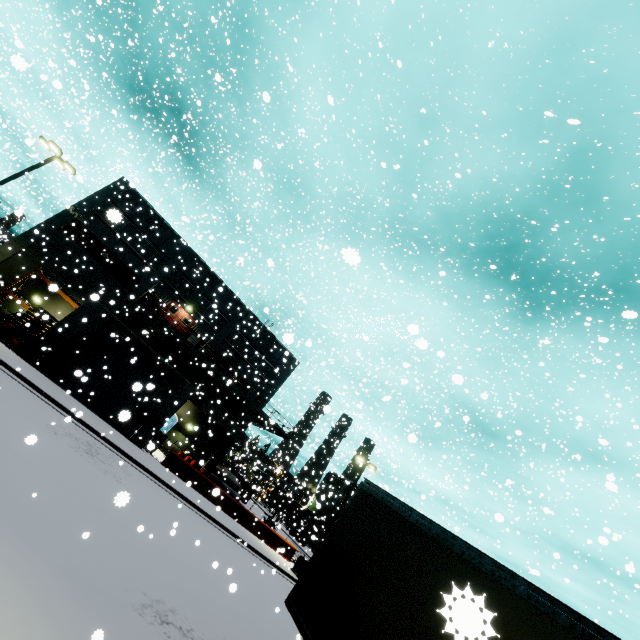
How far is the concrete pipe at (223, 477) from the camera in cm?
3388

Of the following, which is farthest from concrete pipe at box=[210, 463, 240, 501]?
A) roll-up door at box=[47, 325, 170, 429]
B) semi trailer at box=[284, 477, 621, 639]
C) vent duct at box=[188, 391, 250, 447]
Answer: roll-up door at box=[47, 325, 170, 429]

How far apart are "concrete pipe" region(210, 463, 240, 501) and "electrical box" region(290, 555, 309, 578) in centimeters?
1369cm

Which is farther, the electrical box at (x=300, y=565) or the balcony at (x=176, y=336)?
the balcony at (x=176, y=336)

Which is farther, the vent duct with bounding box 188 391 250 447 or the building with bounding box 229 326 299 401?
the building with bounding box 229 326 299 401

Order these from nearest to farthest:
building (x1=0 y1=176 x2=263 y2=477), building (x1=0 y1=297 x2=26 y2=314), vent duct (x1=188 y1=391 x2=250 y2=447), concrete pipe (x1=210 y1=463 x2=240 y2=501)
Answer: building (x1=0 y1=176 x2=263 y2=477) < building (x1=0 y1=297 x2=26 y2=314) < vent duct (x1=188 y1=391 x2=250 y2=447) < concrete pipe (x1=210 y1=463 x2=240 y2=501)

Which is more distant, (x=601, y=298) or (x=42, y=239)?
(x=42, y=239)

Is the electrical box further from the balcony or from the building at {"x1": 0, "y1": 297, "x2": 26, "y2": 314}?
the building at {"x1": 0, "y1": 297, "x2": 26, "y2": 314}
